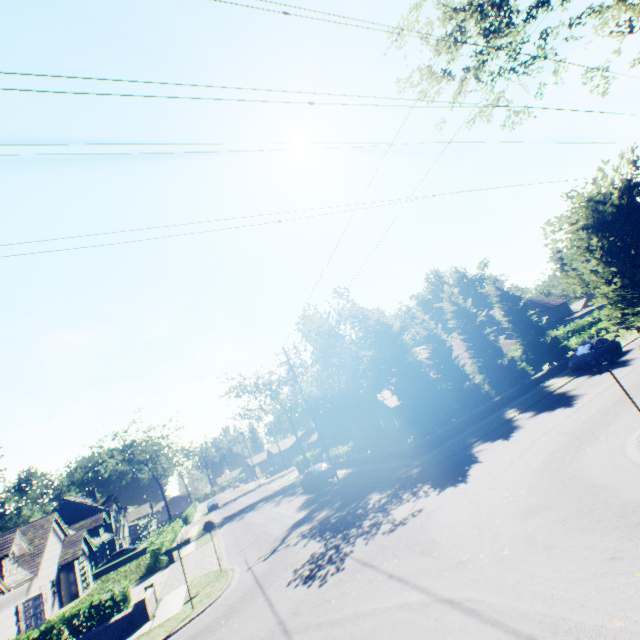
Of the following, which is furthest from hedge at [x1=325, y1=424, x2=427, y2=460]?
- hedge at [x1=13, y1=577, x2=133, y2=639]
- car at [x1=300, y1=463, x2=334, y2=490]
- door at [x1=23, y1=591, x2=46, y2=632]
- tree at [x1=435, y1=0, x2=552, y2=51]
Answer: door at [x1=23, y1=591, x2=46, y2=632]

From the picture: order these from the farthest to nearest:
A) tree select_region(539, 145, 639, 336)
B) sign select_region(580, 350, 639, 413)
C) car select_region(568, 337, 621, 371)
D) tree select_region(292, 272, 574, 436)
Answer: tree select_region(292, 272, 574, 436)
car select_region(568, 337, 621, 371)
sign select_region(580, 350, 639, 413)
tree select_region(539, 145, 639, 336)

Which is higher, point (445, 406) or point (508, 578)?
→ point (445, 406)

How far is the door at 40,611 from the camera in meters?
22.8 m

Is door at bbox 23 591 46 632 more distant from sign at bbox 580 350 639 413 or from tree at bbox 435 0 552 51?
sign at bbox 580 350 639 413

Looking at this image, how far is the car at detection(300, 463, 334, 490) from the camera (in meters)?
26.56

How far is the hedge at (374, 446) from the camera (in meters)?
21.55

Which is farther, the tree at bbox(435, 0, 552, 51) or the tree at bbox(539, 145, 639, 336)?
the tree at bbox(435, 0, 552, 51)
